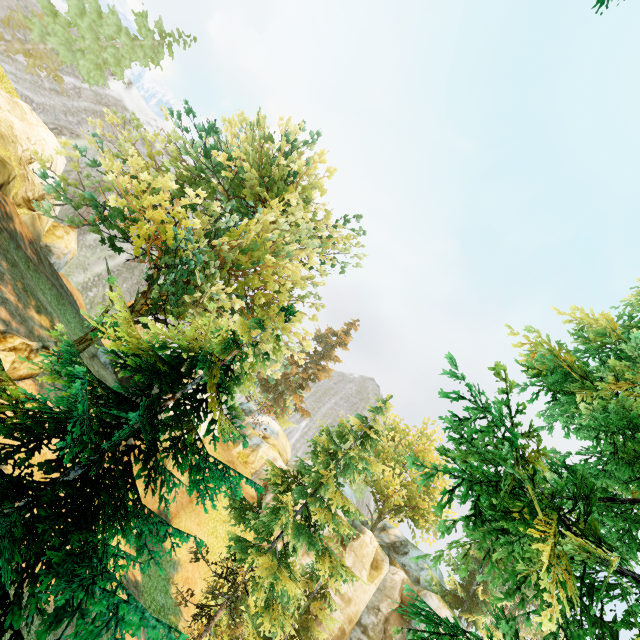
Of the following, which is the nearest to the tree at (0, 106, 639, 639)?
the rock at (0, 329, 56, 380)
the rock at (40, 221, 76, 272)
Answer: the rock at (0, 329, 56, 380)

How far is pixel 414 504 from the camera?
34.3m

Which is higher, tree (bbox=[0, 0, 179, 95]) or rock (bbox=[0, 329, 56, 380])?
tree (bbox=[0, 0, 179, 95])

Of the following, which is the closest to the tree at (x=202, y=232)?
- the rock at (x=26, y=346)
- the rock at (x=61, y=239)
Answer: the rock at (x=26, y=346)

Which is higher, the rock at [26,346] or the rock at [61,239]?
the rock at [61,239]

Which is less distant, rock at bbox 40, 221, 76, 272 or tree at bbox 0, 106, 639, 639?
tree at bbox 0, 106, 639, 639

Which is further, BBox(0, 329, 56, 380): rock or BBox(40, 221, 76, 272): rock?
BBox(40, 221, 76, 272): rock

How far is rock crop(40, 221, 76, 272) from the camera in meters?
21.8 m
